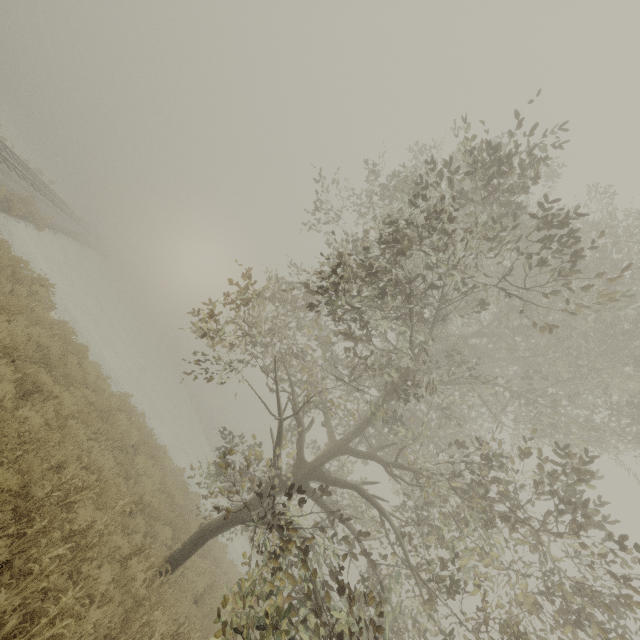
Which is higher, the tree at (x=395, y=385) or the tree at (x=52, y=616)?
the tree at (x=395, y=385)

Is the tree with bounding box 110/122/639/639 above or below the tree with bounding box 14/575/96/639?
above

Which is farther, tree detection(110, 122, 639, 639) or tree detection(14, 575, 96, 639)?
tree detection(110, 122, 639, 639)

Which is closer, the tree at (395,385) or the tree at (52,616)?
the tree at (52,616)

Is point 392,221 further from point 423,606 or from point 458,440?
point 423,606
